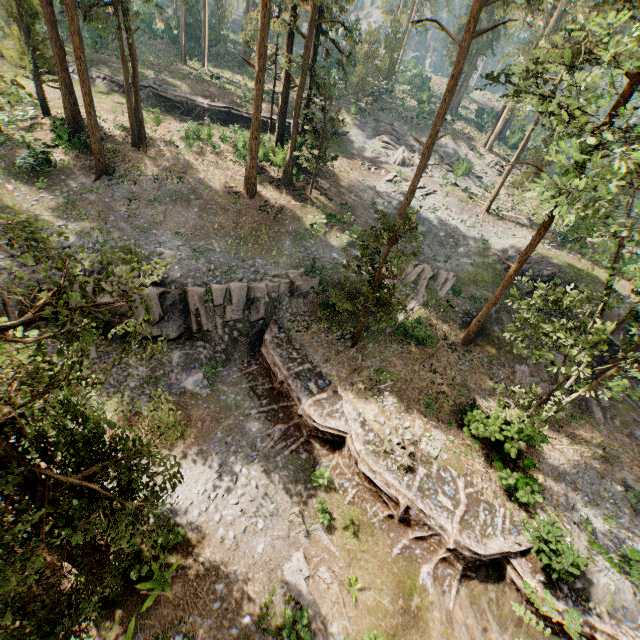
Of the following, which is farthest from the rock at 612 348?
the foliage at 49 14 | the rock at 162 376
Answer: the rock at 162 376

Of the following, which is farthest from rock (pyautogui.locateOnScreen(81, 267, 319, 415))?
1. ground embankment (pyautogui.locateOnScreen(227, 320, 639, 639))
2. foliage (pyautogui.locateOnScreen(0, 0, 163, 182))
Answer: foliage (pyautogui.locateOnScreen(0, 0, 163, 182))

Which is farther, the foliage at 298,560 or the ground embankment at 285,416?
the ground embankment at 285,416

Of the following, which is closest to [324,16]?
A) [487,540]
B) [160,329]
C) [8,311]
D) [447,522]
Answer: [160,329]

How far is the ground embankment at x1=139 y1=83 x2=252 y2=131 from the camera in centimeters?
3519cm

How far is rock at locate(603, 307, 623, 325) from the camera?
23.8m

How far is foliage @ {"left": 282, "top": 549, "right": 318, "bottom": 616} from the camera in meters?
12.5 m
